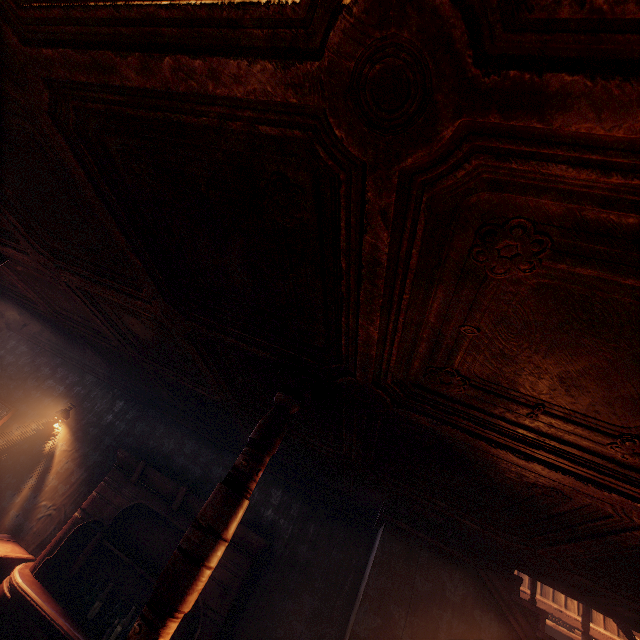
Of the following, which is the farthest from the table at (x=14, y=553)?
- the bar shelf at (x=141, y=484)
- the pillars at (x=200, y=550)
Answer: the pillars at (x=200, y=550)

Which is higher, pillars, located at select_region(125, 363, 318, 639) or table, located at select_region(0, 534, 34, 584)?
pillars, located at select_region(125, 363, 318, 639)

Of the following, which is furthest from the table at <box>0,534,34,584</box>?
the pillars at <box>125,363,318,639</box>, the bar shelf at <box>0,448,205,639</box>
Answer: the pillars at <box>125,363,318,639</box>

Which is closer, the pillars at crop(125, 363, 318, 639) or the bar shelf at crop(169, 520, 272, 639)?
the pillars at crop(125, 363, 318, 639)

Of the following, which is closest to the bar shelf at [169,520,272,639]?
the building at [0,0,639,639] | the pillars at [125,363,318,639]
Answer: the building at [0,0,639,639]

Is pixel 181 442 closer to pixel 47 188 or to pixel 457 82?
pixel 47 188

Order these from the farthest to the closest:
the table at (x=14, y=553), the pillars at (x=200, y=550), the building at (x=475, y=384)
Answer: the table at (x=14, y=553)
the pillars at (x=200, y=550)
the building at (x=475, y=384)
